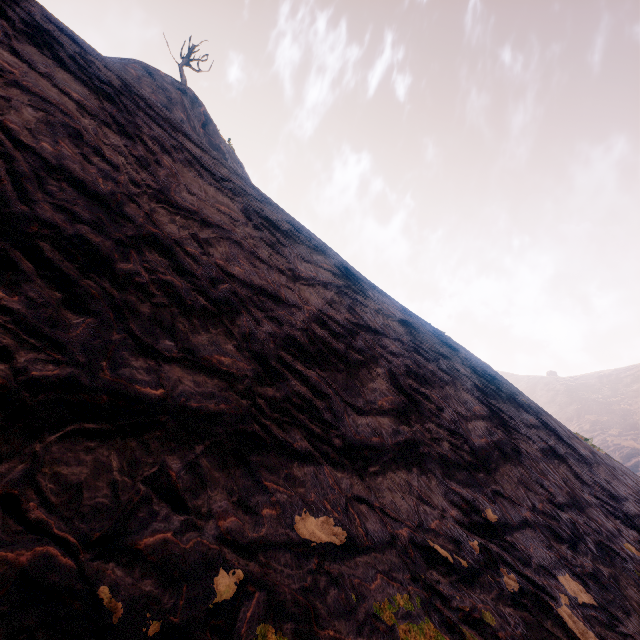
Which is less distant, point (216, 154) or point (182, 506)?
point (182, 506)
